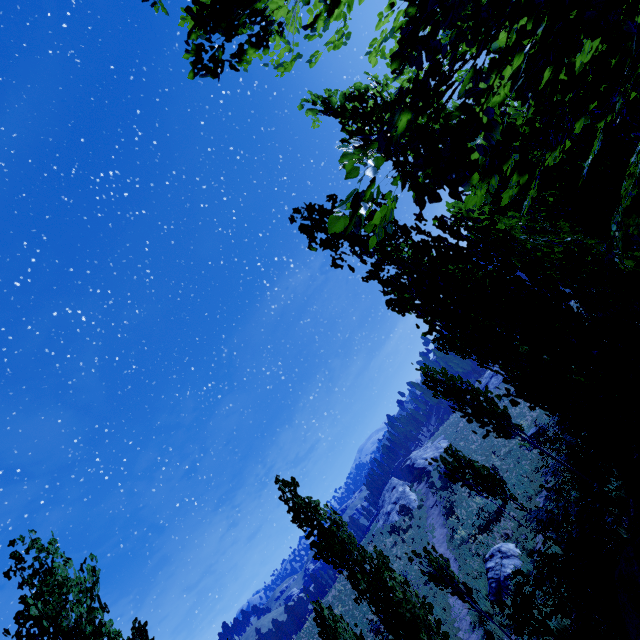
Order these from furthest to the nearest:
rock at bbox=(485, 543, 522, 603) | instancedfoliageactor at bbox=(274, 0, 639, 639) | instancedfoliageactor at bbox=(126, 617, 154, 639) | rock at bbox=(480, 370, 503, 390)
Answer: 1. rock at bbox=(480, 370, 503, 390)
2. instancedfoliageactor at bbox=(126, 617, 154, 639)
3. rock at bbox=(485, 543, 522, 603)
4. instancedfoliageactor at bbox=(274, 0, 639, 639)

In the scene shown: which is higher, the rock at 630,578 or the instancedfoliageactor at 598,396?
the instancedfoliageactor at 598,396

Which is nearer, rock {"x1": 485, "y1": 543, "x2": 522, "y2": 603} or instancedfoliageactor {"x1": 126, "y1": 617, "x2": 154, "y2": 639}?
rock {"x1": 485, "y1": 543, "x2": 522, "y2": 603}

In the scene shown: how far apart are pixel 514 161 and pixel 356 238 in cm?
403

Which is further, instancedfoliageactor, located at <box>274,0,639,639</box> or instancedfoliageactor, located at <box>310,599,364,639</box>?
instancedfoliageactor, located at <box>310,599,364,639</box>

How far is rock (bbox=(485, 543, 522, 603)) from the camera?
13.3 meters

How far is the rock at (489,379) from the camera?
50.78m
